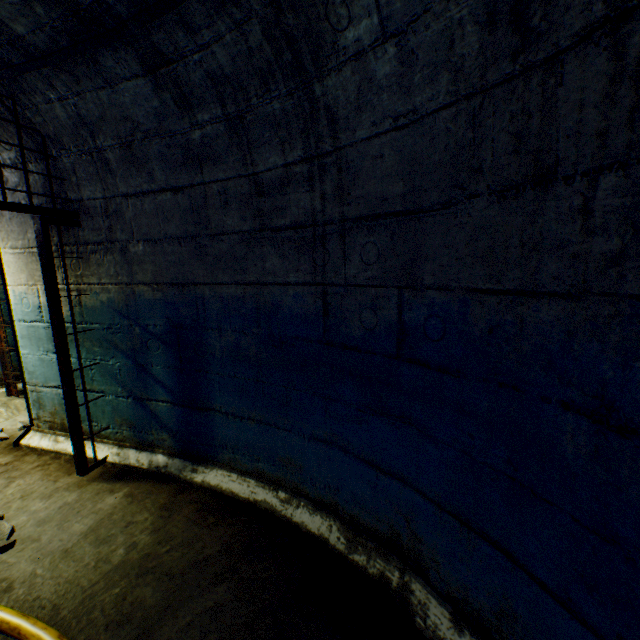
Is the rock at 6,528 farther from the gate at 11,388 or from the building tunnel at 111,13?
the gate at 11,388

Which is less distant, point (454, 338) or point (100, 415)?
point (454, 338)

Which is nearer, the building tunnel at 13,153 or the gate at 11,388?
the building tunnel at 13,153

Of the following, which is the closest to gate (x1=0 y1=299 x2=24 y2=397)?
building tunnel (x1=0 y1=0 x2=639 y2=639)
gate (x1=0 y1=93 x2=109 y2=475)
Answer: building tunnel (x1=0 y1=0 x2=639 y2=639)

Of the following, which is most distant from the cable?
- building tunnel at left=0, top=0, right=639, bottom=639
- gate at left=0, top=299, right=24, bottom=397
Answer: gate at left=0, top=299, right=24, bottom=397

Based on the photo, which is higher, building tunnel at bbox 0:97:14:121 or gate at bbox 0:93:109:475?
building tunnel at bbox 0:97:14:121

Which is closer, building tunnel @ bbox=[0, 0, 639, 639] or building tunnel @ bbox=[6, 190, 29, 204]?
building tunnel @ bbox=[0, 0, 639, 639]
